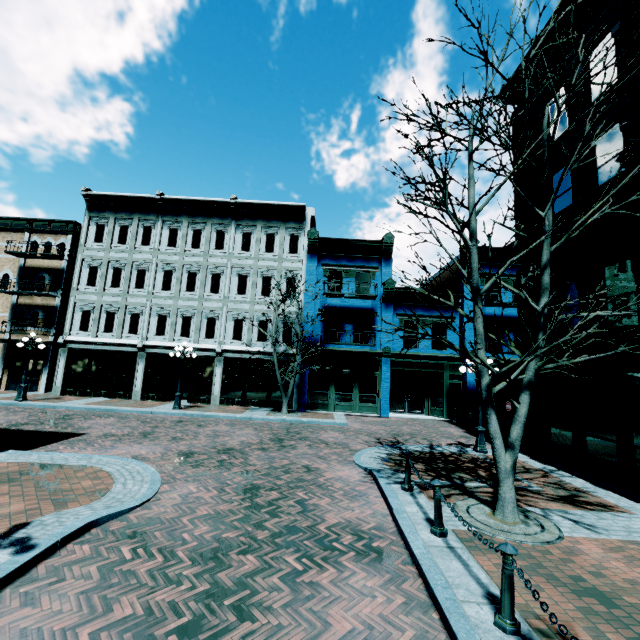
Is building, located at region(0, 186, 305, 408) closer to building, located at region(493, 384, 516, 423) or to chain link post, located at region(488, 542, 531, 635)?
building, located at region(493, 384, 516, 423)

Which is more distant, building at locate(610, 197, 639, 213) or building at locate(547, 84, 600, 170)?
building at locate(547, 84, 600, 170)

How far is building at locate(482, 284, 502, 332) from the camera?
19.8 meters

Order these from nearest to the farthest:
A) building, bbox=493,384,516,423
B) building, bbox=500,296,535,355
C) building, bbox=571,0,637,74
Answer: building, bbox=571,0,637,74, building, bbox=500,296,535,355, building, bbox=493,384,516,423

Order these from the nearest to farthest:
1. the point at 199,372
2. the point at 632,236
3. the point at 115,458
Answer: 1. the point at 632,236
2. the point at 115,458
3. the point at 199,372

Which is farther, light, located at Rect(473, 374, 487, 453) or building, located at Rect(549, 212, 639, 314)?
light, located at Rect(473, 374, 487, 453)

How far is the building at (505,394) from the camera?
19.53m

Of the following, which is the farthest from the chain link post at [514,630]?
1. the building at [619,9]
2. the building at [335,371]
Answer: the building at [335,371]
